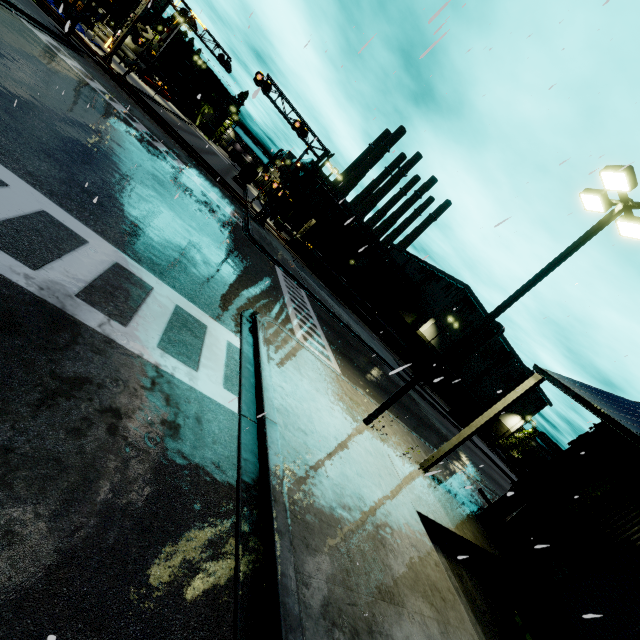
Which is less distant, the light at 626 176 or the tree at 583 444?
the light at 626 176

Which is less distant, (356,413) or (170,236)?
(170,236)

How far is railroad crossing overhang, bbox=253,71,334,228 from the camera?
24.7m

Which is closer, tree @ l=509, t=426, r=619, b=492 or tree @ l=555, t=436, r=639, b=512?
tree @ l=555, t=436, r=639, b=512

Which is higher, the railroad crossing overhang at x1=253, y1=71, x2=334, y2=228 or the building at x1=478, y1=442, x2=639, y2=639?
the railroad crossing overhang at x1=253, y1=71, x2=334, y2=228

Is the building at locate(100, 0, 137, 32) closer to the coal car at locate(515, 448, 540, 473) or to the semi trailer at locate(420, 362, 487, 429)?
the semi trailer at locate(420, 362, 487, 429)

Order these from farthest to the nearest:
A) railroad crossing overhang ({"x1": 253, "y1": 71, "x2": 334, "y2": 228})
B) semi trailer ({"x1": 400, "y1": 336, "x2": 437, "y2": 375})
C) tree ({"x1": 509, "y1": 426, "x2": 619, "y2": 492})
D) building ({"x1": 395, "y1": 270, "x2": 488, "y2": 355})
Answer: building ({"x1": 395, "y1": 270, "x2": 488, "y2": 355})
semi trailer ({"x1": 400, "y1": 336, "x2": 437, "y2": 375})
railroad crossing overhang ({"x1": 253, "y1": 71, "x2": 334, "y2": 228})
tree ({"x1": 509, "y1": 426, "x2": 619, "y2": 492})

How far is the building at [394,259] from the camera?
51.36m
